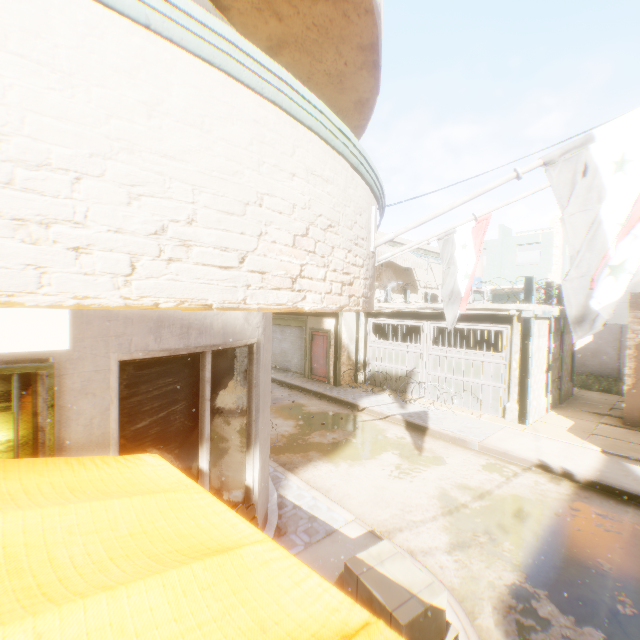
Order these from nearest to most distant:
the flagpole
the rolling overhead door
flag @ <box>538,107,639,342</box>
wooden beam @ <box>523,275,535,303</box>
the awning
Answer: flag @ <box>538,107,639,342</box>
the flagpole
wooden beam @ <box>523,275,535,303</box>
the awning
the rolling overhead door

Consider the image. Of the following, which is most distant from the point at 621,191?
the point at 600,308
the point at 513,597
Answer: the point at 513,597

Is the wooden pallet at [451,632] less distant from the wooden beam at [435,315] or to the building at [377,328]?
the building at [377,328]

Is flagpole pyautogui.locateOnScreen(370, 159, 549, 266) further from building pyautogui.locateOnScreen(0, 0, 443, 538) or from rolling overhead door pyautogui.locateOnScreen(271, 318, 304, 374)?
rolling overhead door pyautogui.locateOnScreen(271, 318, 304, 374)

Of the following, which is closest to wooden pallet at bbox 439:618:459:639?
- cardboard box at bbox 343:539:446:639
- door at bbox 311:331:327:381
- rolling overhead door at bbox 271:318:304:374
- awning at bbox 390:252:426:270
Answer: cardboard box at bbox 343:539:446:639

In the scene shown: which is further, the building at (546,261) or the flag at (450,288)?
the building at (546,261)

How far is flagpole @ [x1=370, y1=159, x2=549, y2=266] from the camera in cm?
291

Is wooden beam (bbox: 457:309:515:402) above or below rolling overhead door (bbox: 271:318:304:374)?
above
